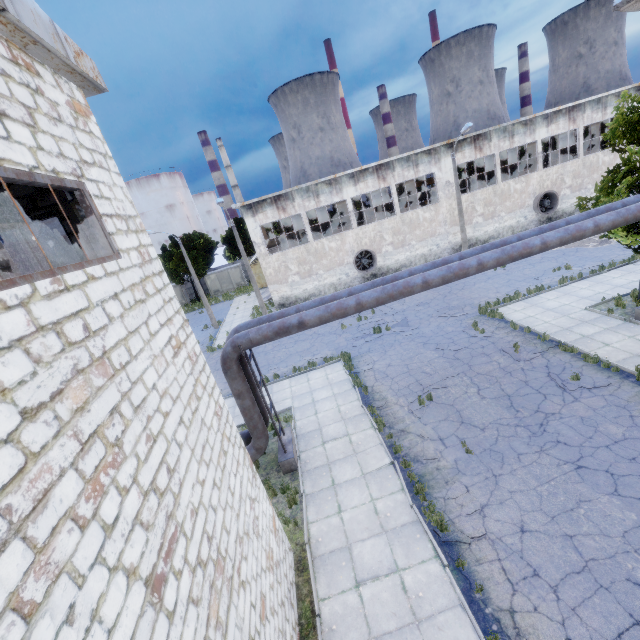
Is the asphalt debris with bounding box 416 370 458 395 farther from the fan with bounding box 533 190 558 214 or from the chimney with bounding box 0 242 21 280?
the chimney with bounding box 0 242 21 280

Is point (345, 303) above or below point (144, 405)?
below

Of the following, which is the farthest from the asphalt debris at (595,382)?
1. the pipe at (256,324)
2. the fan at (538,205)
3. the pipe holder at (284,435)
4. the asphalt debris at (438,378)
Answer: the fan at (538,205)

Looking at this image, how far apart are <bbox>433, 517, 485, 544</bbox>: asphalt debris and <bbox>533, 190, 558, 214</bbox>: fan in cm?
3014

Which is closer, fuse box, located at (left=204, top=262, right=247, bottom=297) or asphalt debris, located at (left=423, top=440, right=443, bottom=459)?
asphalt debris, located at (left=423, top=440, right=443, bottom=459)

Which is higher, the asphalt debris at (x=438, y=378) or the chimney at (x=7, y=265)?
the chimney at (x=7, y=265)

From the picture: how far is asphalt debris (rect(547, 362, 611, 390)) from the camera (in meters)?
10.98

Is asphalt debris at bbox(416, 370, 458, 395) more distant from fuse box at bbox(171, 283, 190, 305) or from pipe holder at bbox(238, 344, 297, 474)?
fuse box at bbox(171, 283, 190, 305)
